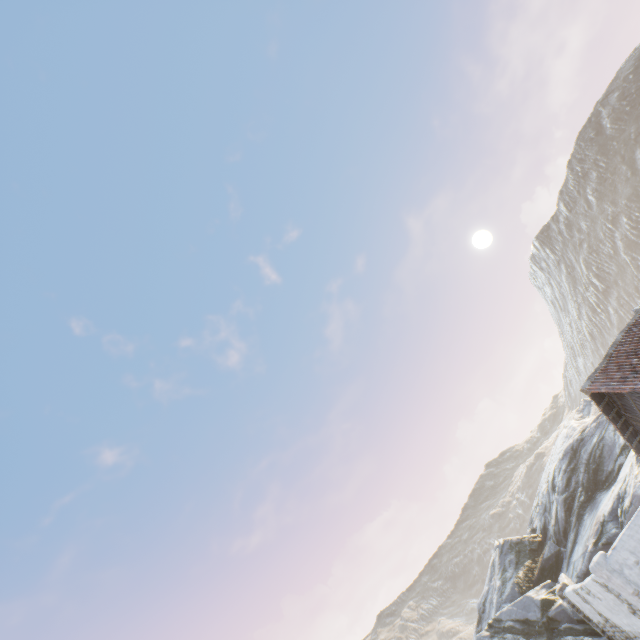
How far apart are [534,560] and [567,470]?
7.1 meters

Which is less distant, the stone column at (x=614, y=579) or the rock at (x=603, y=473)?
the stone column at (x=614, y=579)

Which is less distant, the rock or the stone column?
the stone column
